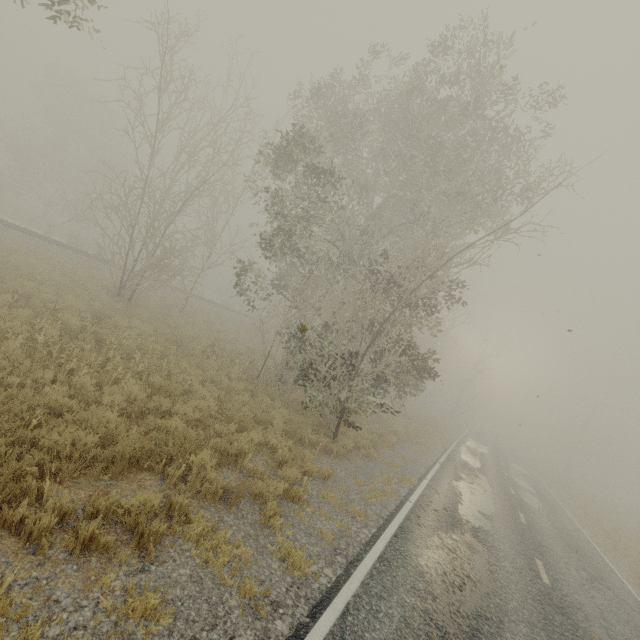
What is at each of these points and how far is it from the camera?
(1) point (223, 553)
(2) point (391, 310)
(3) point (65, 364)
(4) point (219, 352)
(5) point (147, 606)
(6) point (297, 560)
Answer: (1) tree, 4.6m
(2) tree, 29.8m
(3) tree, 7.2m
(4) tree, 15.6m
(5) tree, 3.5m
(6) tree, 5.1m

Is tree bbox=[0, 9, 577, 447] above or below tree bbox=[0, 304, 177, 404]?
above

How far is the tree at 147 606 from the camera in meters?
3.4

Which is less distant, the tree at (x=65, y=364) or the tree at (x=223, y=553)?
the tree at (x=223, y=553)

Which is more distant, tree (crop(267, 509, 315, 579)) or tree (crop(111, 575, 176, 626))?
tree (crop(267, 509, 315, 579))

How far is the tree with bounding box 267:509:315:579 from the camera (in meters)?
5.01

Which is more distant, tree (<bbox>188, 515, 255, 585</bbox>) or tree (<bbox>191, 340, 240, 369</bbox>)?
tree (<bbox>191, 340, 240, 369</bbox>)
